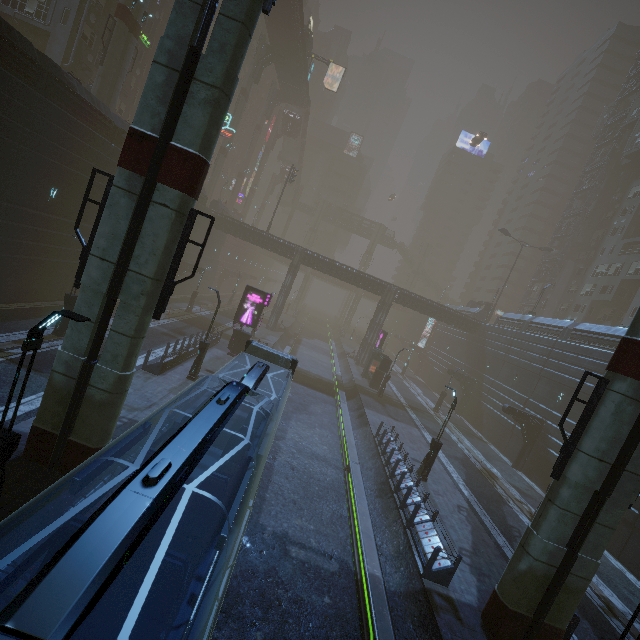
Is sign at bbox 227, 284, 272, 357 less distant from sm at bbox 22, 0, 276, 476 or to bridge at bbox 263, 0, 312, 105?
sm at bbox 22, 0, 276, 476

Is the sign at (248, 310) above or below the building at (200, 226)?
below

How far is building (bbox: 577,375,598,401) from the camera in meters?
24.2 m

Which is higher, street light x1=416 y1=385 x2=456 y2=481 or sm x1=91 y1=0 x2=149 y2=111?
sm x1=91 y1=0 x2=149 y2=111

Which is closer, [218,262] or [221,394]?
[221,394]

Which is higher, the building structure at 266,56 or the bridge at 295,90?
the bridge at 295,90

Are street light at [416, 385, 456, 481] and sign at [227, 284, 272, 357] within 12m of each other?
no

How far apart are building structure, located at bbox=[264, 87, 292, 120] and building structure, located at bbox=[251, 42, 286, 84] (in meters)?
9.89
